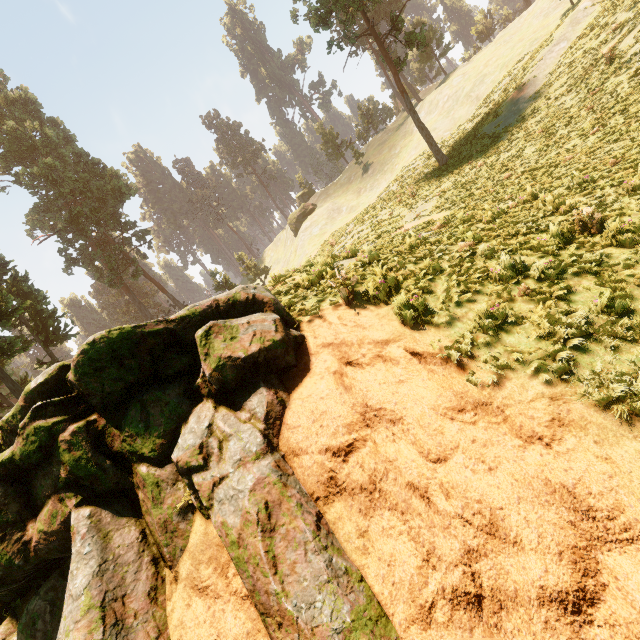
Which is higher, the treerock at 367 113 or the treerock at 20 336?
the treerock at 367 113

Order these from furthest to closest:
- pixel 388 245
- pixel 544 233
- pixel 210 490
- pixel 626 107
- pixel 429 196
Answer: Result:
1. pixel 429 196
2. pixel 626 107
3. pixel 388 245
4. pixel 544 233
5. pixel 210 490

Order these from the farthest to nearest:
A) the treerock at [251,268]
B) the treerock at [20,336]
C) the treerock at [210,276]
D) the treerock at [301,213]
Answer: the treerock at [301,213] → the treerock at [251,268] → the treerock at [210,276] → the treerock at [20,336]

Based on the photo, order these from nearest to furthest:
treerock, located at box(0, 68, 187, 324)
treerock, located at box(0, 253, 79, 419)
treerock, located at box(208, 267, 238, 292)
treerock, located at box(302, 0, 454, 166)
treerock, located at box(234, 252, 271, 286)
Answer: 1. treerock, located at box(0, 253, 79, 419)
2. treerock, located at box(302, 0, 454, 166)
3. treerock, located at box(0, 68, 187, 324)
4. treerock, located at box(208, 267, 238, 292)
5. treerock, located at box(234, 252, 271, 286)

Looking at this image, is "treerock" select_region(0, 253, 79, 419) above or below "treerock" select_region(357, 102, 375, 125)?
below

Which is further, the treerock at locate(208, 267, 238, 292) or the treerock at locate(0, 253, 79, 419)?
the treerock at locate(208, 267, 238, 292)
